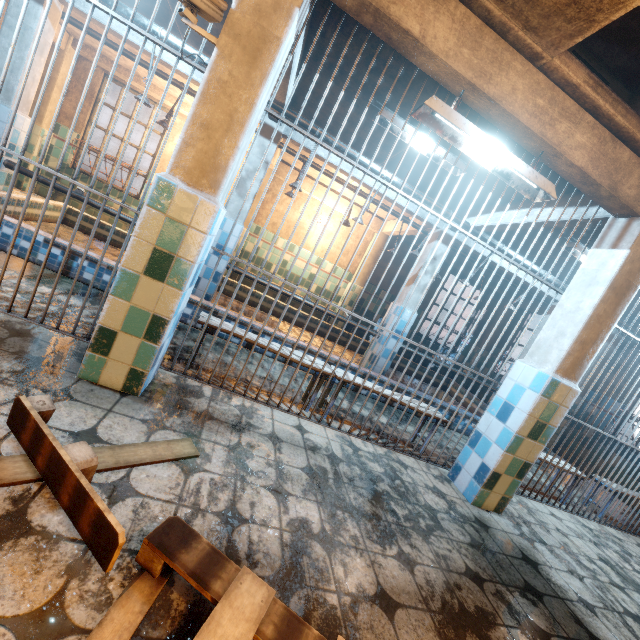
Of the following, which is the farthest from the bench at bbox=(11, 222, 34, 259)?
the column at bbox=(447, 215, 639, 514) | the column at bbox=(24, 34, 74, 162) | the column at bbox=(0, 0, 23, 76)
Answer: the column at bbox=(24, 34, 74, 162)

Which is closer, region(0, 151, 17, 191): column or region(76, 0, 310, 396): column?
region(76, 0, 310, 396): column

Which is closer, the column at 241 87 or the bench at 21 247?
the column at 241 87

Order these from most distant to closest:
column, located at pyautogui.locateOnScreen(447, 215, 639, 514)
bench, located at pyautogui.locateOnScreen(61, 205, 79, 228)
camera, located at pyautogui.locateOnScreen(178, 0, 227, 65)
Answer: bench, located at pyautogui.locateOnScreen(61, 205, 79, 228), column, located at pyautogui.locateOnScreen(447, 215, 639, 514), camera, located at pyautogui.locateOnScreen(178, 0, 227, 65)

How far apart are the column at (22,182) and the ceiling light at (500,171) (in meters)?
7.45

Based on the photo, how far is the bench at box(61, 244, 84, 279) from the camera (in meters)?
3.21

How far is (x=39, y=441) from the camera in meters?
1.2

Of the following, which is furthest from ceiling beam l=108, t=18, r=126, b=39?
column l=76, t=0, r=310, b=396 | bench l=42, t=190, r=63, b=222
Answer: bench l=42, t=190, r=63, b=222
